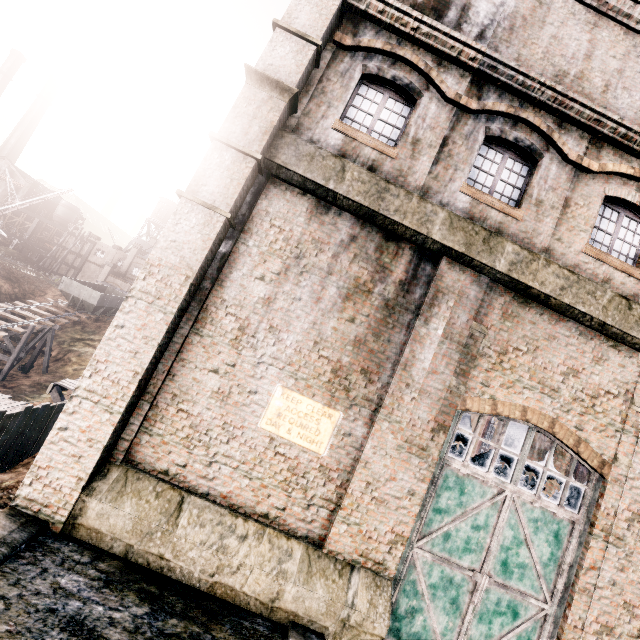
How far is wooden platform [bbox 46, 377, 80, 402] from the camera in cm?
1473

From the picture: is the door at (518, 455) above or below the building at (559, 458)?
below

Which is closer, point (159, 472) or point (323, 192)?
point (159, 472)

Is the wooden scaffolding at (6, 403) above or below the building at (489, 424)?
below

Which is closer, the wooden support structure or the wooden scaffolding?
the wooden scaffolding

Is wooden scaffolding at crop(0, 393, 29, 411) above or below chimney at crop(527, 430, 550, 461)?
below

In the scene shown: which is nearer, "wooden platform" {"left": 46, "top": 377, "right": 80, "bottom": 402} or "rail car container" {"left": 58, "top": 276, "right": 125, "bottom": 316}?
"wooden platform" {"left": 46, "top": 377, "right": 80, "bottom": 402}

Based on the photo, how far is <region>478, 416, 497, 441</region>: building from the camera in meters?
24.1
